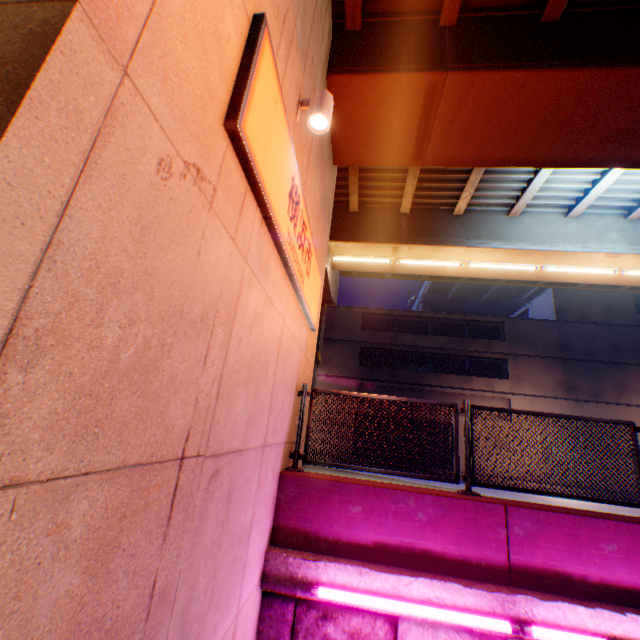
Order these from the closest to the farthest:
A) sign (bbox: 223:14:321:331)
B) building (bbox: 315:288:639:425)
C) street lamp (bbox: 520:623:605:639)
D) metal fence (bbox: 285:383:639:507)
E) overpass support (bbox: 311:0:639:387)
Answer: sign (bbox: 223:14:321:331), street lamp (bbox: 520:623:605:639), metal fence (bbox: 285:383:639:507), overpass support (bbox: 311:0:639:387), building (bbox: 315:288:639:425)

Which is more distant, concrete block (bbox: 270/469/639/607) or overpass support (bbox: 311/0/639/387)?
overpass support (bbox: 311/0/639/387)

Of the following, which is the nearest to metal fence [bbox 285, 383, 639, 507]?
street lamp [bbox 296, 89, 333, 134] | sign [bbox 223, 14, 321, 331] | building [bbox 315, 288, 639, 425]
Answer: sign [bbox 223, 14, 321, 331]

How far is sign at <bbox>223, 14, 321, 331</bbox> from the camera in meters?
2.2 m

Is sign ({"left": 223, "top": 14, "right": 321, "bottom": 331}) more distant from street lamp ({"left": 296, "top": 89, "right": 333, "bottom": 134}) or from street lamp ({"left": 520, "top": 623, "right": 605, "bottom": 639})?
street lamp ({"left": 520, "top": 623, "right": 605, "bottom": 639})

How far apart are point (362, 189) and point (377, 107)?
4.3 meters

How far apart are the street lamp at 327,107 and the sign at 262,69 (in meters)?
0.51

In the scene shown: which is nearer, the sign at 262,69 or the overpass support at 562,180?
the sign at 262,69
